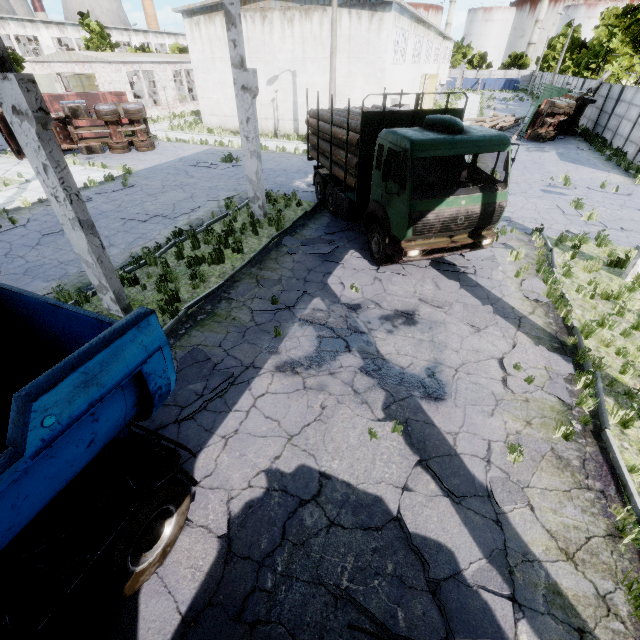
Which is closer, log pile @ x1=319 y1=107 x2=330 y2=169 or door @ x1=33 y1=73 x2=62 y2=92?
log pile @ x1=319 y1=107 x2=330 y2=169

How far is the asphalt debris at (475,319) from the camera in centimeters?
785cm

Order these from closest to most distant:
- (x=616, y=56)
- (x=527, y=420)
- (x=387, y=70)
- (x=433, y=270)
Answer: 1. (x=527, y=420)
2. (x=433, y=270)
3. (x=387, y=70)
4. (x=616, y=56)

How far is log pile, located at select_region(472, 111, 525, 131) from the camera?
29.3m

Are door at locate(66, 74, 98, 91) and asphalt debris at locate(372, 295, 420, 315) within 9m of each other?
no

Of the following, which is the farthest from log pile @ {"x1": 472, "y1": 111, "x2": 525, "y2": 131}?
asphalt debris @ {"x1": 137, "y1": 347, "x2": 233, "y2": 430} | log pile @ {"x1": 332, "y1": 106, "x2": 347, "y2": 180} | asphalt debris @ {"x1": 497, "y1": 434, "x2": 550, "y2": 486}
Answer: asphalt debris @ {"x1": 137, "y1": 347, "x2": 233, "y2": 430}

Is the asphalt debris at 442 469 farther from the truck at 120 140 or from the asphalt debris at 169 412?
the truck at 120 140

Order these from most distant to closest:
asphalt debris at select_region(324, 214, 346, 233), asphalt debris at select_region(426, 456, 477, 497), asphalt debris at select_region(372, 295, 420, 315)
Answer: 1. asphalt debris at select_region(324, 214, 346, 233)
2. asphalt debris at select_region(372, 295, 420, 315)
3. asphalt debris at select_region(426, 456, 477, 497)
